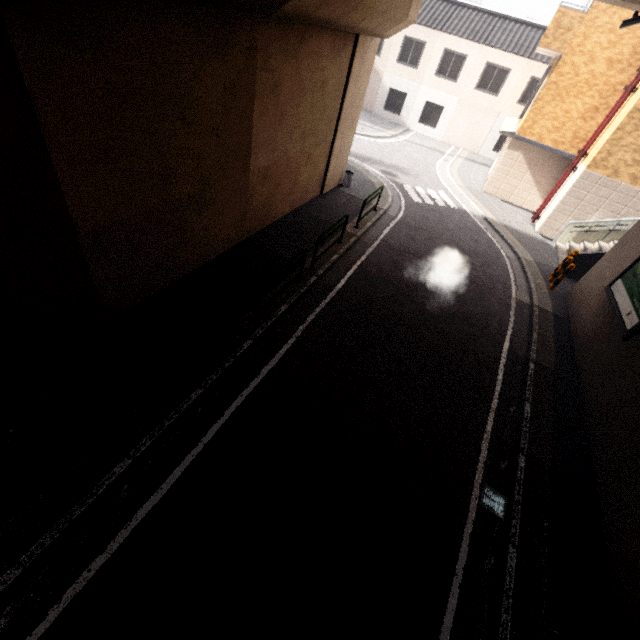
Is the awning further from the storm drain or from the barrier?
the barrier

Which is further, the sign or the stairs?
the stairs

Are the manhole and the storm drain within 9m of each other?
yes

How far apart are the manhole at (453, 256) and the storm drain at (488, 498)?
7.8 meters

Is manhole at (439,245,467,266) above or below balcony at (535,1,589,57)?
below

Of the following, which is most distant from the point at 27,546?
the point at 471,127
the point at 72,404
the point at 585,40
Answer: the point at 471,127

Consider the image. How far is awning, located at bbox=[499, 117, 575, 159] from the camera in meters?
14.9

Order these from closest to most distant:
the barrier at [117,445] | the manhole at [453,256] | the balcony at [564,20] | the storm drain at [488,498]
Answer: the barrier at [117,445] → the storm drain at [488,498] → the manhole at [453,256] → the balcony at [564,20]
